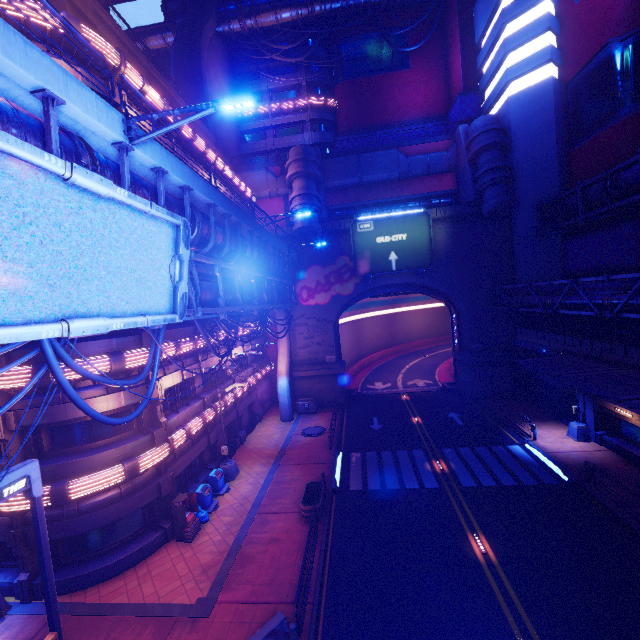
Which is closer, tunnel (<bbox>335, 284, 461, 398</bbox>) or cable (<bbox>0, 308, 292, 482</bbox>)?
cable (<bbox>0, 308, 292, 482</bbox>)

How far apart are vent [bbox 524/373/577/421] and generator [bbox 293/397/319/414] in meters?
19.2

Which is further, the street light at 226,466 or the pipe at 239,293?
the street light at 226,466

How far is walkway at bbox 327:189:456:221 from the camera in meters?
33.0

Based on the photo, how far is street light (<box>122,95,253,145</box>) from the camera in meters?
7.7 m

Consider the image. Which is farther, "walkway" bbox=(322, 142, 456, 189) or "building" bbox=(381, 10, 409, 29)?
"building" bbox=(381, 10, 409, 29)

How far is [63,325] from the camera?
5.8 meters

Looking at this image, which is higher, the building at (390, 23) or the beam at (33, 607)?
the building at (390, 23)
